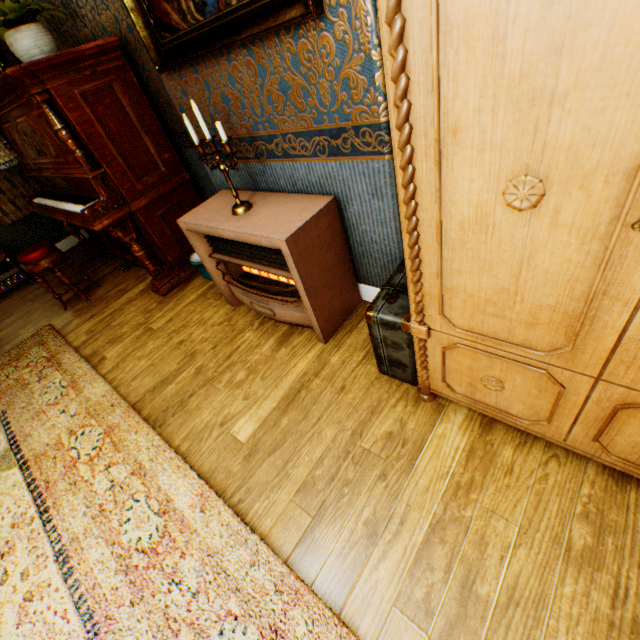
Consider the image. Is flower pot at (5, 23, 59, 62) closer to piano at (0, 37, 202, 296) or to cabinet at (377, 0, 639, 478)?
piano at (0, 37, 202, 296)

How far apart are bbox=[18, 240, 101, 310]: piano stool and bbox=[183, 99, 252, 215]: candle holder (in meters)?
2.68

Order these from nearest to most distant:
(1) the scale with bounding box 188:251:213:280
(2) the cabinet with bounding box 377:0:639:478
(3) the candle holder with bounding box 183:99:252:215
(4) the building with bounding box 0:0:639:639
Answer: (2) the cabinet with bounding box 377:0:639:478 → (4) the building with bounding box 0:0:639:639 → (3) the candle holder with bounding box 183:99:252:215 → (1) the scale with bounding box 188:251:213:280

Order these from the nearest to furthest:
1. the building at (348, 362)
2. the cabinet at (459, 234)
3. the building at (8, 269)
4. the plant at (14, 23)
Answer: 1. the cabinet at (459, 234)
2. the building at (348, 362)
3. the plant at (14, 23)
4. the building at (8, 269)

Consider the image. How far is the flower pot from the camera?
2.5 meters

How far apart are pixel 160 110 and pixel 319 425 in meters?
3.3 m

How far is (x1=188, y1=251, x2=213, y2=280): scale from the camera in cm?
325

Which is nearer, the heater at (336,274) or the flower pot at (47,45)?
the heater at (336,274)
